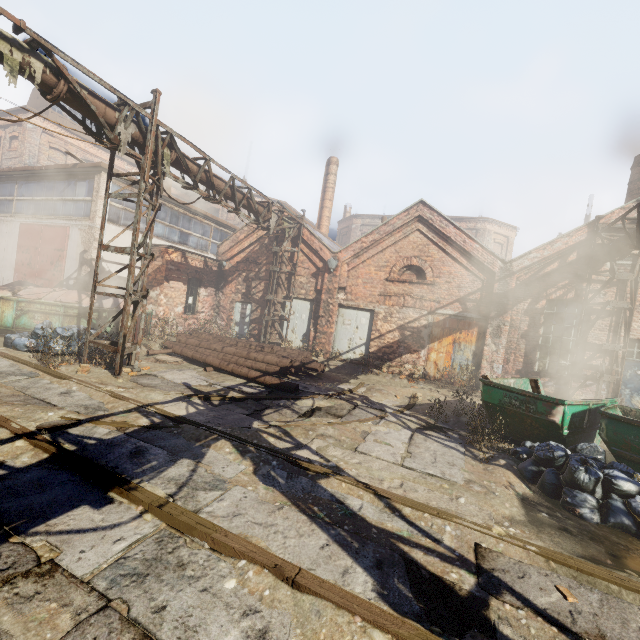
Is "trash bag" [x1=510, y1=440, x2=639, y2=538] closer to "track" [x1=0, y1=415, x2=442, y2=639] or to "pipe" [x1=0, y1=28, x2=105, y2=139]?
"track" [x1=0, y1=415, x2=442, y2=639]

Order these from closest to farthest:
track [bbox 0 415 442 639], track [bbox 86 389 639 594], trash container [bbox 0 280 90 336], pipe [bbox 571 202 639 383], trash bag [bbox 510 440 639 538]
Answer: track [bbox 0 415 442 639] → track [bbox 86 389 639 594] → trash bag [bbox 510 440 639 538] → pipe [bbox 571 202 639 383] → trash container [bbox 0 280 90 336]

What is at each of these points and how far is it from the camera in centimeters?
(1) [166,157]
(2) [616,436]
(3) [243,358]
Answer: (1) pipe, 852cm
(2) container, 599cm
(3) pipe, 1109cm

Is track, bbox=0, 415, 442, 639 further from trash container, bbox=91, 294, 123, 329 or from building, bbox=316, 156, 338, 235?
building, bbox=316, 156, 338, 235

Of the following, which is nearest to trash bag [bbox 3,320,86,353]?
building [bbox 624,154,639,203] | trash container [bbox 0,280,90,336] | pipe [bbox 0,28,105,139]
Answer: trash container [bbox 0,280,90,336]

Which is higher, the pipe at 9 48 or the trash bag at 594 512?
the pipe at 9 48

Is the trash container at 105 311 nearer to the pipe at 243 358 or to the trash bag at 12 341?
the trash bag at 12 341

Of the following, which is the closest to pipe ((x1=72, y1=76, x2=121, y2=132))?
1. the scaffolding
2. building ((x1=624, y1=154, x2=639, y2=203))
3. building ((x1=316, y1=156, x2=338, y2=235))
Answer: the scaffolding
